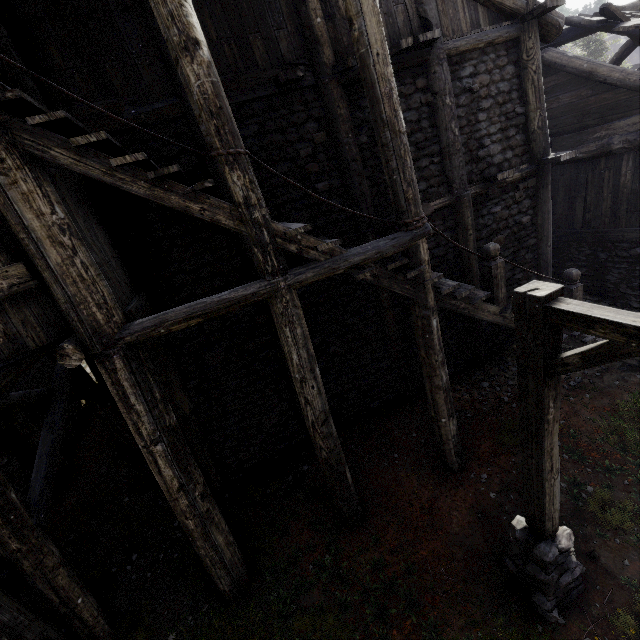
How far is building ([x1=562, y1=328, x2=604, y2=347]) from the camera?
6.7 meters

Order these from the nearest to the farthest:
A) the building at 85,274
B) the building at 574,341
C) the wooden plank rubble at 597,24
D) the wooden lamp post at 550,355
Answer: the wooden lamp post at 550,355
the building at 85,274
the building at 574,341
the wooden plank rubble at 597,24

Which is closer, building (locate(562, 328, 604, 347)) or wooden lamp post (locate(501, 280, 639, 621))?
wooden lamp post (locate(501, 280, 639, 621))

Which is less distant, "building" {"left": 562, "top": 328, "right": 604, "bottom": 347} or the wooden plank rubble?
"building" {"left": 562, "top": 328, "right": 604, "bottom": 347}

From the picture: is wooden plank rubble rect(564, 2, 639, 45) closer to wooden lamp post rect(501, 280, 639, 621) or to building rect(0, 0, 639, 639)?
building rect(0, 0, 639, 639)

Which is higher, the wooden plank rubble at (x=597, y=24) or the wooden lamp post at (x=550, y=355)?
the wooden plank rubble at (x=597, y=24)

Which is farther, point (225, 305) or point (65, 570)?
point (65, 570)
